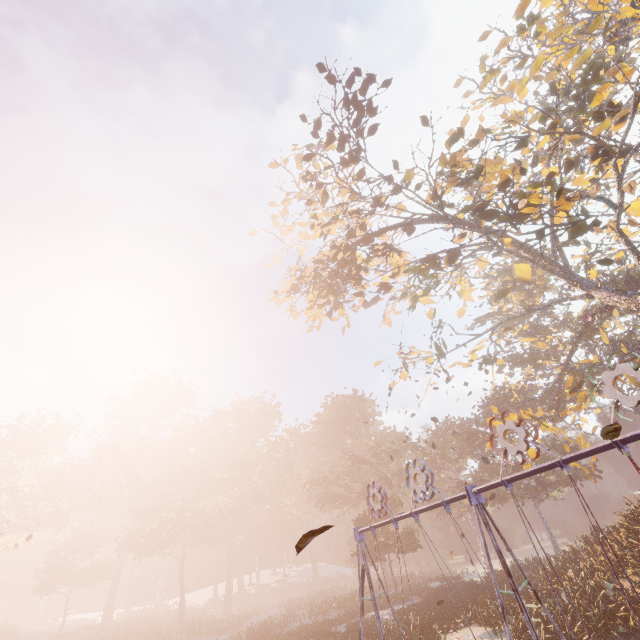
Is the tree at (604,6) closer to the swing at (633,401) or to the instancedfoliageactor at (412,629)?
the swing at (633,401)

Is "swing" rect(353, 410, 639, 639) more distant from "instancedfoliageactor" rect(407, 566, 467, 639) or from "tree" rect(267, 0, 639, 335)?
"instancedfoliageactor" rect(407, 566, 467, 639)

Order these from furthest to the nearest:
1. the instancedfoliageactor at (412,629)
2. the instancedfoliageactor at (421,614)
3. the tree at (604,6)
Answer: the instancedfoliageactor at (421,614), the instancedfoliageactor at (412,629), the tree at (604,6)

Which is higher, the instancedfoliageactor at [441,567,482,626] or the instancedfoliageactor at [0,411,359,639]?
the instancedfoliageactor at [0,411,359,639]

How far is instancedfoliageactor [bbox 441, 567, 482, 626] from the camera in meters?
18.2 m

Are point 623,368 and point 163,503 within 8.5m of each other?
no

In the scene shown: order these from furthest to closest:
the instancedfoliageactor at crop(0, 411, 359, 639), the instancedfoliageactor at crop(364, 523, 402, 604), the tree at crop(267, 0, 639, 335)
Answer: the instancedfoliageactor at crop(0, 411, 359, 639) < the instancedfoliageactor at crop(364, 523, 402, 604) < the tree at crop(267, 0, 639, 335)

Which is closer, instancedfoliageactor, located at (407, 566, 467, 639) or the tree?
the tree
